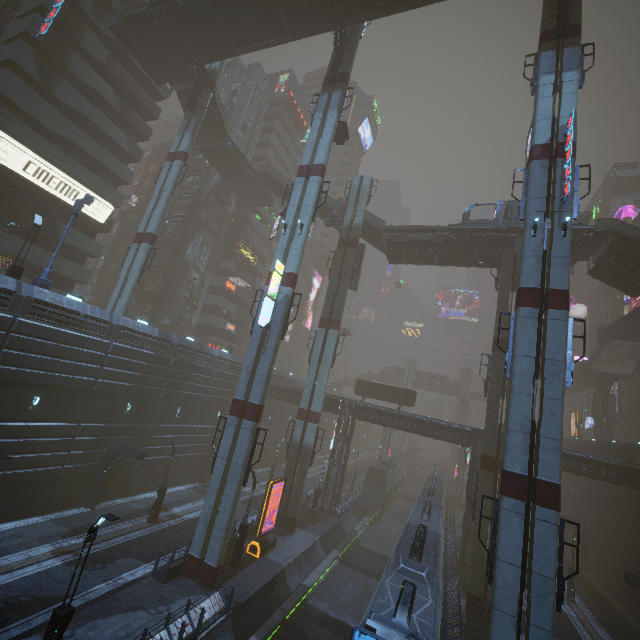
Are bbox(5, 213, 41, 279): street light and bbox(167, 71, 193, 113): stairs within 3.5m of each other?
no

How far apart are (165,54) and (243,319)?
34.47m

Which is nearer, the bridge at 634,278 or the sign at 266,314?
the sign at 266,314

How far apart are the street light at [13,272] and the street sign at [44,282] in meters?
1.3 m

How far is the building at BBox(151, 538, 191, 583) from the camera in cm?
1748

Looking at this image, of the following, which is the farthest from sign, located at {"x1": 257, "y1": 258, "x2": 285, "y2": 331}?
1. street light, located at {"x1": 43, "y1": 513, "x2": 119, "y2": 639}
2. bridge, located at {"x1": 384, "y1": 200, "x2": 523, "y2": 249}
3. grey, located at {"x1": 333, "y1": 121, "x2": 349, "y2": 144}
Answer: bridge, located at {"x1": 384, "y1": 200, "x2": 523, "y2": 249}

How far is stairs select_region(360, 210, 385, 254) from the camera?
34.64m

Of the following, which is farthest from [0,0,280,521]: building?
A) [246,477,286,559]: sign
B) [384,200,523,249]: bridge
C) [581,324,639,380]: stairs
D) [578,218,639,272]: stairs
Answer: [578,218,639,272]: stairs
